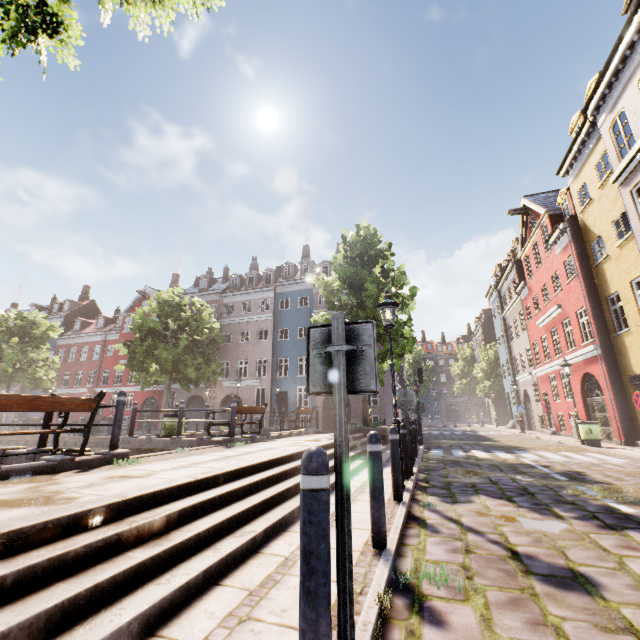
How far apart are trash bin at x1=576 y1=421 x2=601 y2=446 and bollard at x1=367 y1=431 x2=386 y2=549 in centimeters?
1492cm

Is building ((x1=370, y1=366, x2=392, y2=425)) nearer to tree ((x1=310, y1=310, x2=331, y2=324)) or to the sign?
tree ((x1=310, y1=310, x2=331, y2=324))

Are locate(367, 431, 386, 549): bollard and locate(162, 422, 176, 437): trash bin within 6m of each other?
no

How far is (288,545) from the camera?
3.4m

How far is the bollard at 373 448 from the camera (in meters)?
3.28

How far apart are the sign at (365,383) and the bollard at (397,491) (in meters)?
3.71

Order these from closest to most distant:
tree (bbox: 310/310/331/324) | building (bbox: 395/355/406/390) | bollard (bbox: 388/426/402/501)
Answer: bollard (bbox: 388/426/402/501) < tree (bbox: 310/310/331/324) < building (bbox: 395/355/406/390)

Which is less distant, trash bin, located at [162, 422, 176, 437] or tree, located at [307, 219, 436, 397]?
trash bin, located at [162, 422, 176, 437]
